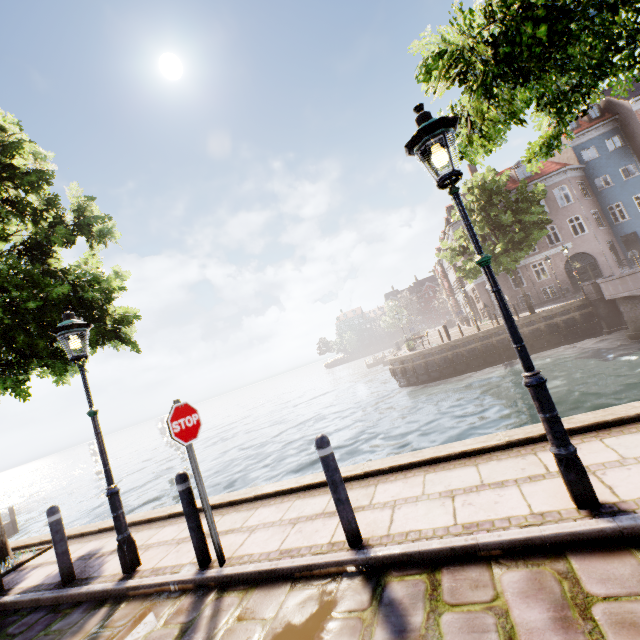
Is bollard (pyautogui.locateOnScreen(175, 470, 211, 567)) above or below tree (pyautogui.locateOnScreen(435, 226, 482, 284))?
below

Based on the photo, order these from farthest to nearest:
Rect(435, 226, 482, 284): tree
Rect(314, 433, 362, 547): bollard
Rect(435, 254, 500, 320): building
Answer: Rect(435, 254, 500, 320): building < Rect(435, 226, 482, 284): tree < Rect(314, 433, 362, 547): bollard

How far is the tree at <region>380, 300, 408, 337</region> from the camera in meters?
54.9 m

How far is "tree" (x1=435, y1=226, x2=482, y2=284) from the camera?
22.17m

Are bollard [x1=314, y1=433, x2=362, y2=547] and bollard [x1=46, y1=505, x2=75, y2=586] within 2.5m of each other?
no

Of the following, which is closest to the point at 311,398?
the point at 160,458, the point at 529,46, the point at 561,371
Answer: the point at 160,458

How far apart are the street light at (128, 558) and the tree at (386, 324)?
52.8m

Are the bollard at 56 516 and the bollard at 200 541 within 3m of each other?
yes
